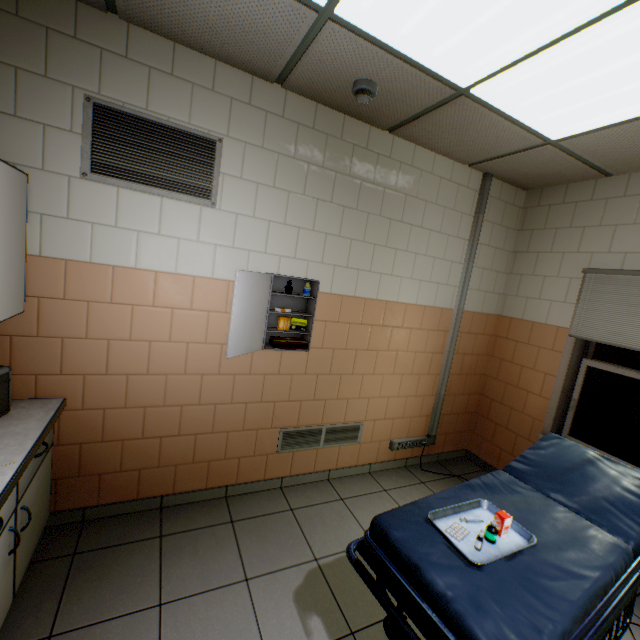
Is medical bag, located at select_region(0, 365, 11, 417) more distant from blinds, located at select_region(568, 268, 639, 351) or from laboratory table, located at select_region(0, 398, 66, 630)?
blinds, located at select_region(568, 268, 639, 351)

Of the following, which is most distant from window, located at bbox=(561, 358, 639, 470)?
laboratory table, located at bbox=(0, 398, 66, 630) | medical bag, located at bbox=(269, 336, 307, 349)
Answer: laboratory table, located at bbox=(0, 398, 66, 630)

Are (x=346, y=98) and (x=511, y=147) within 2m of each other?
yes

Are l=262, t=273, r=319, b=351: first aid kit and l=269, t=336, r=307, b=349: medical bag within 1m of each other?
yes

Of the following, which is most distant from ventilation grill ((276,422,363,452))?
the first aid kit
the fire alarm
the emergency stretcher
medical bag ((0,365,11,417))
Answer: the fire alarm

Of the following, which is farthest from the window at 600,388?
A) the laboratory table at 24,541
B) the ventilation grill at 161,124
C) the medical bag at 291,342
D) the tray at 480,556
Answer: the laboratory table at 24,541

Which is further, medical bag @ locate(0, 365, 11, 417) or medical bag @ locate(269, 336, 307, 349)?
medical bag @ locate(269, 336, 307, 349)

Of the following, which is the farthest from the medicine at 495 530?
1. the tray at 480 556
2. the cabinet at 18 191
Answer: the cabinet at 18 191
